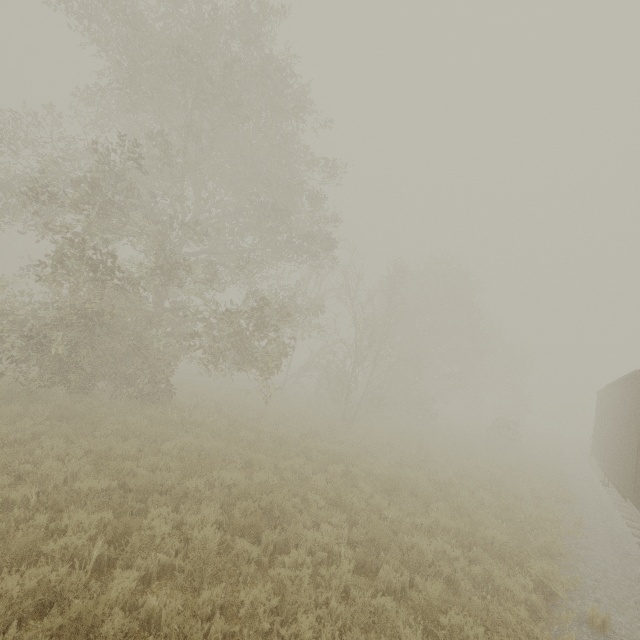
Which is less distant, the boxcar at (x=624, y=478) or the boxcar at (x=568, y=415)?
the boxcar at (x=624, y=478)

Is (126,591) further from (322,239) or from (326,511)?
(322,239)

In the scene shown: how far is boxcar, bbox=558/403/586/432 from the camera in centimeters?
5497cm

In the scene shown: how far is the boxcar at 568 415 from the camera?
55.0 meters

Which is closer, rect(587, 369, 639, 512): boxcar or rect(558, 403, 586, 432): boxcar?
rect(587, 369, 639, 512): boxcar
